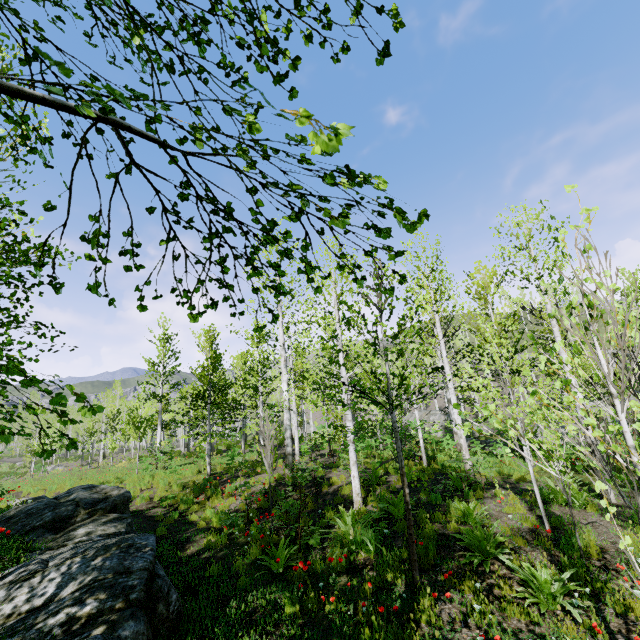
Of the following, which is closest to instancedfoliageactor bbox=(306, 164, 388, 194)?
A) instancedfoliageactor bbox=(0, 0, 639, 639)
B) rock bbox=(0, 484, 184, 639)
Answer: instancedfoliageactor bbox=(0, 0, 639, 639)

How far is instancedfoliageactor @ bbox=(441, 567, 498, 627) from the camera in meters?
4.4 m

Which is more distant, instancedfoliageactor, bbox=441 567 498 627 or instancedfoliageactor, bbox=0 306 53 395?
instancedfoliageactor, bbox=441 567 498 627

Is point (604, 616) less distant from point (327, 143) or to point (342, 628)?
point (342, 628)

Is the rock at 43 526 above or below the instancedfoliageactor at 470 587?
above

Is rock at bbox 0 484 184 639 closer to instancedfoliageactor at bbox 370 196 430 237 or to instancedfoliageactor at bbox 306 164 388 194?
instancedfoliageactor at bbox 370 196 430 237

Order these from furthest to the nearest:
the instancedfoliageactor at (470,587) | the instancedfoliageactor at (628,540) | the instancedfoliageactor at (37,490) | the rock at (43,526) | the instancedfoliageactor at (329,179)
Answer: the instancedfoliageactor at (37,490) → the instancedfoliageactor at (470,587) → the rock at (43,526) → the instancedfoliageactor at (628,540) → the instancedfoliageactor at (329,179)
